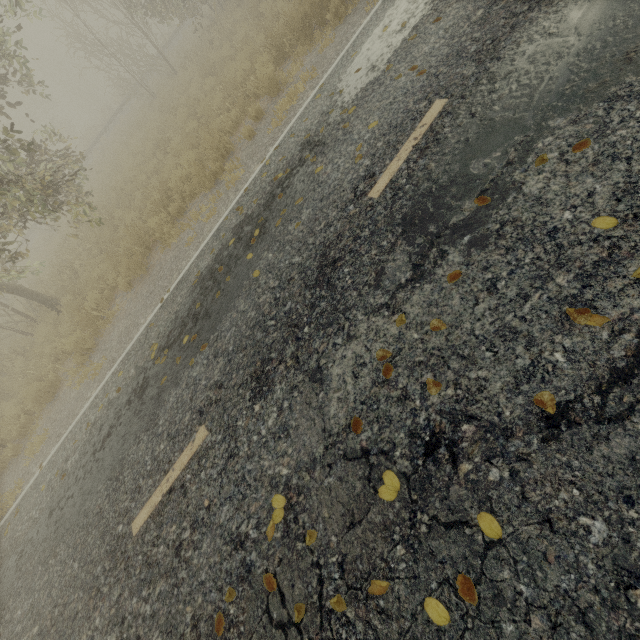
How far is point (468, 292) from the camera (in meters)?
2.73
